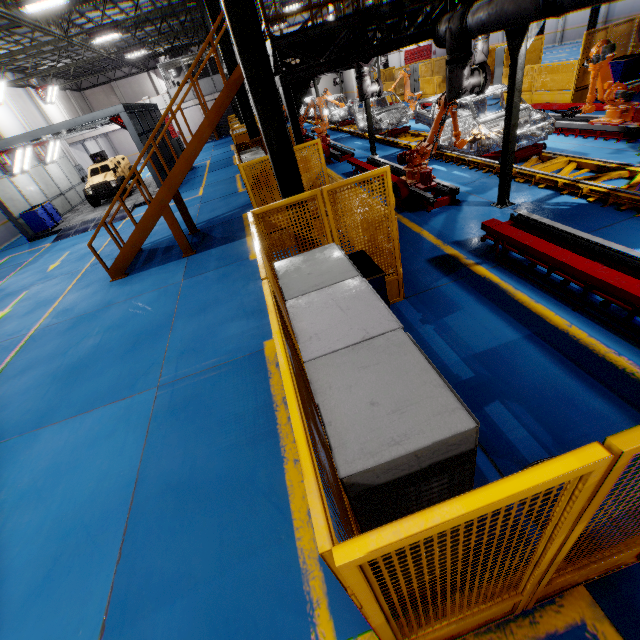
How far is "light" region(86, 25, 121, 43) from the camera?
17.4m

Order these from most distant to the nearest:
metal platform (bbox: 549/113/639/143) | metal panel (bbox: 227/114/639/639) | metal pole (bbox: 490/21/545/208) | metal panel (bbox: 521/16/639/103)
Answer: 1. metal panel (bbox: 521/16/639/103)
2. metal platform (bbox: 549/113/639/143)
3. metal pole (bbox: 490/21/545/208)
4. metal panel (bbox: 227/114/639/639)

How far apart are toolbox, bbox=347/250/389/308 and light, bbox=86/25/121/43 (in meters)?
22.46

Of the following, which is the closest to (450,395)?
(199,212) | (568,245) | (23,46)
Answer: (568,245)

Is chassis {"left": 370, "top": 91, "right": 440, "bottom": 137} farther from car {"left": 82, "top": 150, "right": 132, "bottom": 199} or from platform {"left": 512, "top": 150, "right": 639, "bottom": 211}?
car {"left": 82, "top": 150, "right": 132, "bottom": 199}

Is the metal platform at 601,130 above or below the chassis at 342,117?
below

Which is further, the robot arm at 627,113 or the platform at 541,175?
the robot arm at 627,113

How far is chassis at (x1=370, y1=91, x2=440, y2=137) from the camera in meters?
11.0
